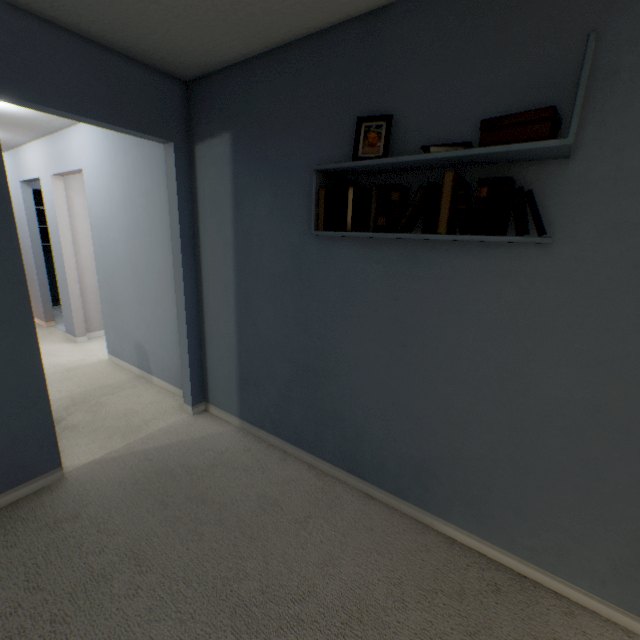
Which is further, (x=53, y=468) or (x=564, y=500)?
(x=53, y=468)

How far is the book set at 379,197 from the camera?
1.14m

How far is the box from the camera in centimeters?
103cm

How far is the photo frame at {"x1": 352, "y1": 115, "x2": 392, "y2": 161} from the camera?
1.4m

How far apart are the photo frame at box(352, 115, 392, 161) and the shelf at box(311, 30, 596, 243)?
0.07m

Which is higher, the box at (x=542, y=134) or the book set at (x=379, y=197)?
the box at (x=542, y=134)

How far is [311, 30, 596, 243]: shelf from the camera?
1.0m

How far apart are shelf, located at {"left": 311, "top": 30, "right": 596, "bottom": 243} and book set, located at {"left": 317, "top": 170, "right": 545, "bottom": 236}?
0.01m
